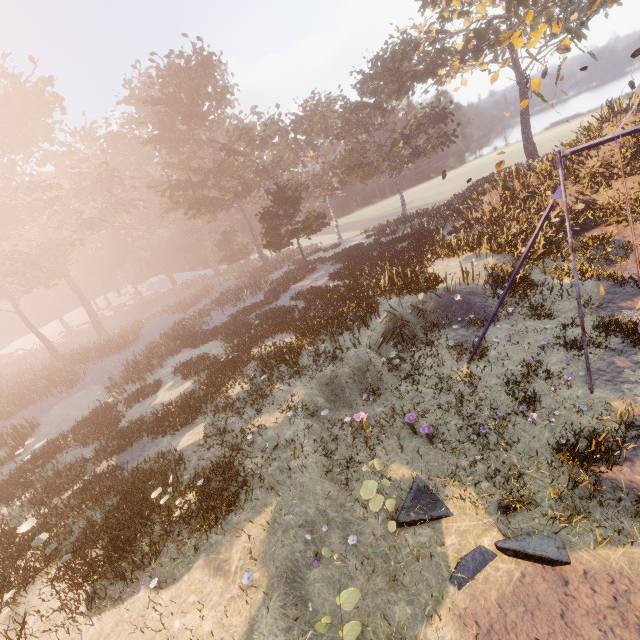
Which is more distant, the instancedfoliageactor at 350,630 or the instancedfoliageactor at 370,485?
the instancedfoliageactor at 370,485

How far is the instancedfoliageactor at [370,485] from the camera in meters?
6.6

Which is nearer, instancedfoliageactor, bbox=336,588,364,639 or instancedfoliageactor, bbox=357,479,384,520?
instancedfoliageactor, bbox=336,588,364,639

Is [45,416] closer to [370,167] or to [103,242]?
[370,167]

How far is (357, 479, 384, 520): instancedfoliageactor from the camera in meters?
6.6 m
